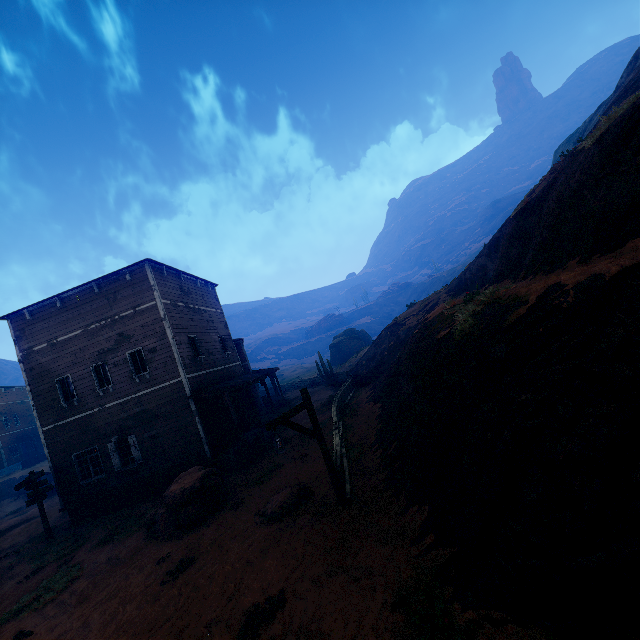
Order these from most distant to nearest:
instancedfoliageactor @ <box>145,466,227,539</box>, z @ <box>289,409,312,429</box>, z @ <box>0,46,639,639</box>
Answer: z @ <box>289,409,312,429</box> < instancedfoliageactor @ <box>145,466,227,539</box> < z @ <box>0,46,639,639</box>

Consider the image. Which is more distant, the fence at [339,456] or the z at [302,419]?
the z at [302,419]

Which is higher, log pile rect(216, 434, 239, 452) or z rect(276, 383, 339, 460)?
log pile rect(216, 434, 239, 452)

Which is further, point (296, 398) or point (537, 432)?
point (296, 398)

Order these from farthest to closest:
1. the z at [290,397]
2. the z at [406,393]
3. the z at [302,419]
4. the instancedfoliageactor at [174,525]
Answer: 1. the z at [302,419]
2. the z at [290,397]
3. the instancedfoliageactor at [174,525]
4. the z at [406,393]

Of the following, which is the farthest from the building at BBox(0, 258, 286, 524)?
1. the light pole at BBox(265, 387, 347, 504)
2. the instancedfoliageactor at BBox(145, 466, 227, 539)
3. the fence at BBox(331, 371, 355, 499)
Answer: the light pole at BBox(265, 387, 347, 504)

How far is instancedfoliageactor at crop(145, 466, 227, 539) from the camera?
10.46m

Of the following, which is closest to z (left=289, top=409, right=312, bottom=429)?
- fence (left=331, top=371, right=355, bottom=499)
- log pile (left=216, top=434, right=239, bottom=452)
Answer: fence (left=331, top=371, right=355, bottom=499)
